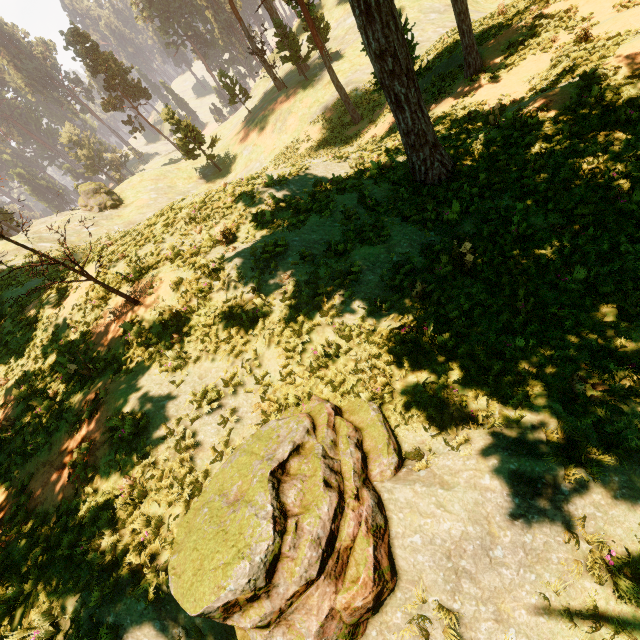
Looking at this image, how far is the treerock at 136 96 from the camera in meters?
52.5

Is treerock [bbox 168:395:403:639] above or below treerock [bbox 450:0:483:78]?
above

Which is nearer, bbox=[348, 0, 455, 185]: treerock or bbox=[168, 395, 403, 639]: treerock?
bbox=[168, 395, 403, 639]: treerock

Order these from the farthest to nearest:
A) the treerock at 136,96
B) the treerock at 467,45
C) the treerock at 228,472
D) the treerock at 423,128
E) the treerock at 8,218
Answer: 1. the treerock at 136,96
2. the treerock at 467,45
3. the treerock at 8,218
4. the treerock at 423,128
5. the treerock at 228,472

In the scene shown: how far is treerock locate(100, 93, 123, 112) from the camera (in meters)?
57.04

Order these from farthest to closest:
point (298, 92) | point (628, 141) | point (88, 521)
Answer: point (298, 92), point (628, 141), point (88, 521)

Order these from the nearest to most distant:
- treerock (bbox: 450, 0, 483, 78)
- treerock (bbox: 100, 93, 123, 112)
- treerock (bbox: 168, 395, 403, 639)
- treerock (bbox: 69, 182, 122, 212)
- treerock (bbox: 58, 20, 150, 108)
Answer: treerock (bbox: 168, 395, 403, 639), treerock (bbox: 450, 0, 483, 78), treerock (bbox: 69, 182, 122, 212), treerock (bbox: 58, 20, 150, 108), treerock (bbox: 100, 93, 123, 112)
